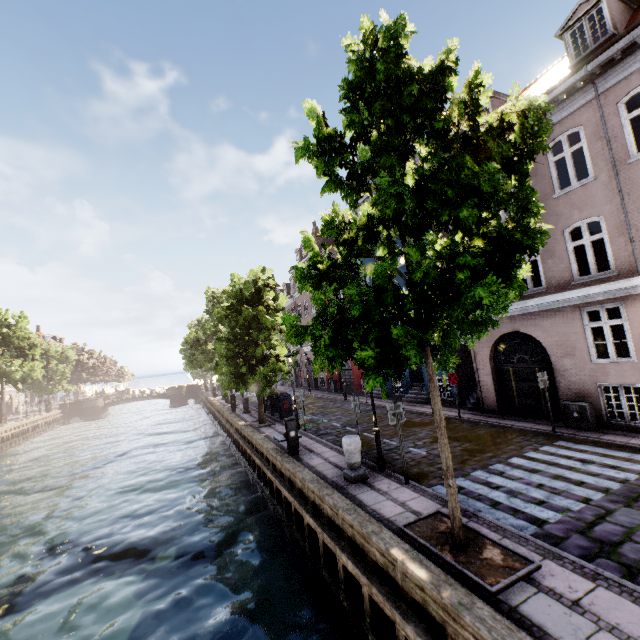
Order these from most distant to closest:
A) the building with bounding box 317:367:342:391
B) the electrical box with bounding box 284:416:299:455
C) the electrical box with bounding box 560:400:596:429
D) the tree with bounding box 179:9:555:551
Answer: the building with bounding box 317:367:342:391 → the electrical box with bounding box 284:416:299:455 → the electrical box with bounding box 560:400:596:429 → the tree with bounding box 179:9:555:551

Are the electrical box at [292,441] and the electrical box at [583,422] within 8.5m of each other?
no

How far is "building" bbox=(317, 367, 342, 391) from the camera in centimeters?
2830cm

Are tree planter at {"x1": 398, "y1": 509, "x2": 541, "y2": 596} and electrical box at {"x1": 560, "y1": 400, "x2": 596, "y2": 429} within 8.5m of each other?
yes

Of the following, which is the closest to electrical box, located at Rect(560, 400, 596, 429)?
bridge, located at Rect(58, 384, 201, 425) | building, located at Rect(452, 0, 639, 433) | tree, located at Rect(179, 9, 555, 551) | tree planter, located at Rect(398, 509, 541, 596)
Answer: building, located at Rect(452, 0, 639, 433)

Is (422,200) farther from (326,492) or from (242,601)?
(242,601)

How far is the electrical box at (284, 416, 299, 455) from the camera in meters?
11.3

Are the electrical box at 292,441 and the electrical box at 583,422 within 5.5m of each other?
no
